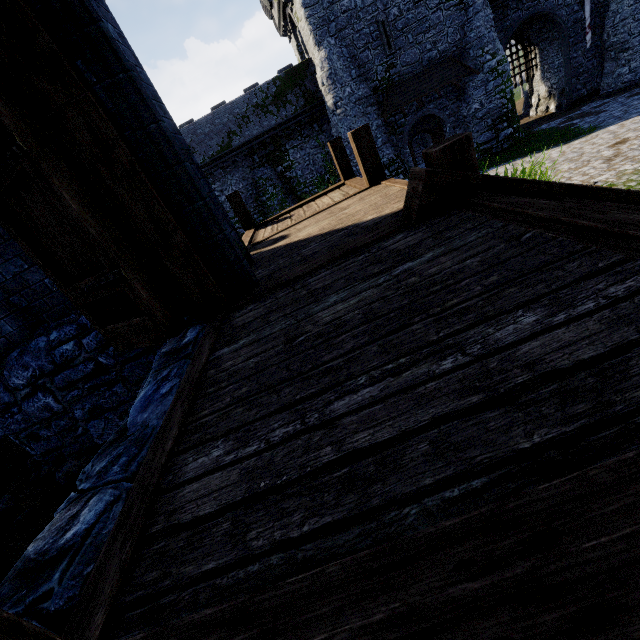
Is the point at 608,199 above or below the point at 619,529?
below

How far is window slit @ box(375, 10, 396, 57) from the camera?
18.9 meters

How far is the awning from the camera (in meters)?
19.89

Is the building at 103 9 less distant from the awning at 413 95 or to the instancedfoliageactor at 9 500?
the instancedfoliageactor at 9 500

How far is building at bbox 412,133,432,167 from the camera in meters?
28.8 m

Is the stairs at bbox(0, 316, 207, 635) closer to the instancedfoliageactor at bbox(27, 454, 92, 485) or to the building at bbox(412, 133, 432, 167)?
the instancedfoliageactor at bbox(27, 454, 92, 485)

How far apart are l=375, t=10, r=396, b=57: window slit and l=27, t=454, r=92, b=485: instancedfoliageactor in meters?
25.0 m

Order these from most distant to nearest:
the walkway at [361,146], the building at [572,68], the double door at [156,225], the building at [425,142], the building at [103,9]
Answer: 1. the building at [425,142]
2. the building at [572,68]
3. the walkway at [361,146]
4. the building at [103,9]
5. the double door at [156,225]
